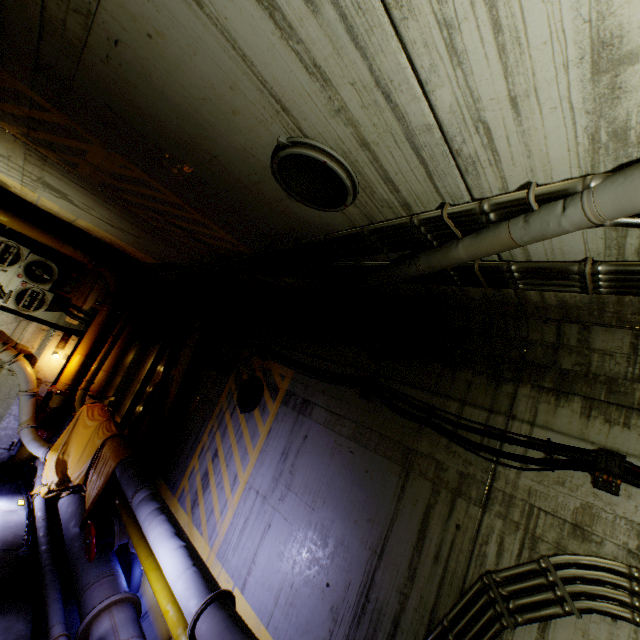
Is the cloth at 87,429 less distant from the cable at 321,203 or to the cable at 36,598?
the cable at 36,598

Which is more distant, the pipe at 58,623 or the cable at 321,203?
the pipe at 58,623

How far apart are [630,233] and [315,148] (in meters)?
2.30

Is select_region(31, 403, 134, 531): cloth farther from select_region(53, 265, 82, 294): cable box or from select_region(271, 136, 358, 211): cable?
select_region(271, 136, 358, 211): cable

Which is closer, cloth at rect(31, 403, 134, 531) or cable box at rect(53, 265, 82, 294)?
cloth at rect(31, 403, 134, 531)

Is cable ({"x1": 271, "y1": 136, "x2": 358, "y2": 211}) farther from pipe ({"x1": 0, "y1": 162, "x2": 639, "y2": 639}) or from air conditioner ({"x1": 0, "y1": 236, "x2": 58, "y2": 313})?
air conditioner ({"x1": 0, "y1": 236, "x2": 58, "y2": 313})

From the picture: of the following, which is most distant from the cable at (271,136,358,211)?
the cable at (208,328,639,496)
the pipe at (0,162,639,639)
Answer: the cable at (208,328,639,496)

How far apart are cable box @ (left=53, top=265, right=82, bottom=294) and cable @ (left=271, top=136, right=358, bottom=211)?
10.0 meters
